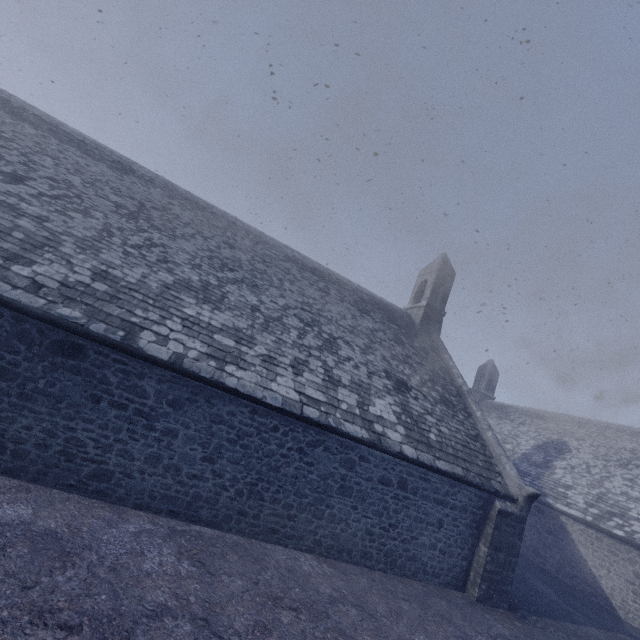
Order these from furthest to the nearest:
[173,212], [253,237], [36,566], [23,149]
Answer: [253,237] → [173,212] → [23,149] → [36,566]
